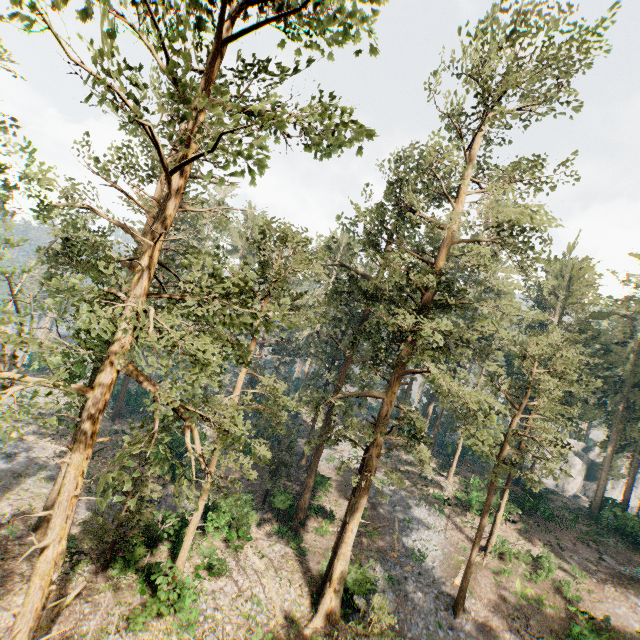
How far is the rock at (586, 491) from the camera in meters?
48.8 m

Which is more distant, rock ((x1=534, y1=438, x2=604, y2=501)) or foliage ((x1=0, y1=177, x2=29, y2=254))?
rock ((x1=534, y1=438, x2=604, y2=501))

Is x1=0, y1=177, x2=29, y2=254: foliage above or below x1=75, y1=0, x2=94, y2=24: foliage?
below

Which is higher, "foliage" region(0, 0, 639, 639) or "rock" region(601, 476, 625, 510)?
"foliage" region(0, 0, 639, 639)

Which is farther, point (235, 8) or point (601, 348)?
point (601, 348)

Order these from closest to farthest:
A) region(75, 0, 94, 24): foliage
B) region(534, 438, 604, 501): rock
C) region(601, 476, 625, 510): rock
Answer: region(75, 0, 94, 24): foliage < region(601, 476, 625, 510): rock < region(534, 438, 604, 501): rock

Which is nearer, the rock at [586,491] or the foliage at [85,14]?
the foliage at [85,14]
